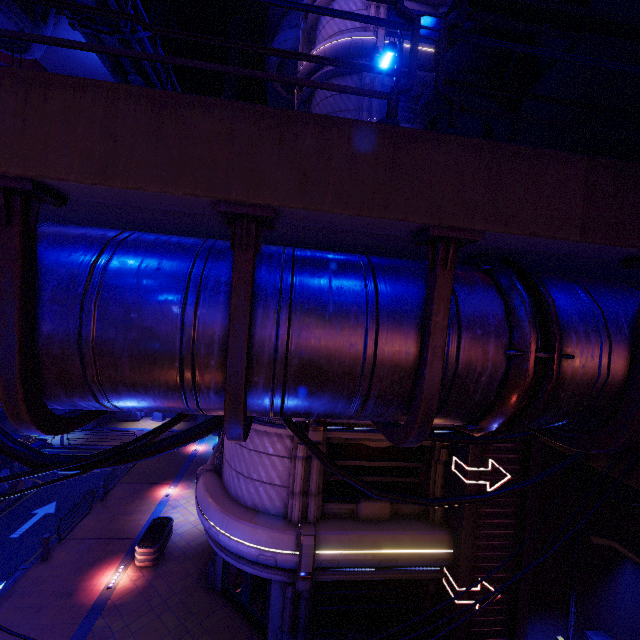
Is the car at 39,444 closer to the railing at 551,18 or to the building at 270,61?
the building at 270,61

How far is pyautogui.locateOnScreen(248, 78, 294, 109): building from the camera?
30.5m

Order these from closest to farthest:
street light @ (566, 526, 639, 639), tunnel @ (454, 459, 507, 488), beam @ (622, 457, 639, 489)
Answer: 1. beam @ (622, 457, 639, 489)
2. street light @ (566, 526, 639, 639)
3. tunnel @ (454, 459, 507, 488)

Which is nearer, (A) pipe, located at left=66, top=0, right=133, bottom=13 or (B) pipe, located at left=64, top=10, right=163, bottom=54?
(A) pipe, located at left=66, top=0, right=133, bottom=13

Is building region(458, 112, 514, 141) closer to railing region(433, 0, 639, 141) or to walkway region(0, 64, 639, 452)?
walkway region(0, 64, 639, 452)

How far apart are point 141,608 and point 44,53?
49.8 meters

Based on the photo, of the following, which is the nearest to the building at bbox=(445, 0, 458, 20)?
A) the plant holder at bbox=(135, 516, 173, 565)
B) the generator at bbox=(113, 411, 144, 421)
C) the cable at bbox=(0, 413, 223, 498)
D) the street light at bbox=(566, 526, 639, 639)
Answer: the cable at bbox=(0, 413, 223, 498)

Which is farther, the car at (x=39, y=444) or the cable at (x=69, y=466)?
the car at (x=39, y=444)
